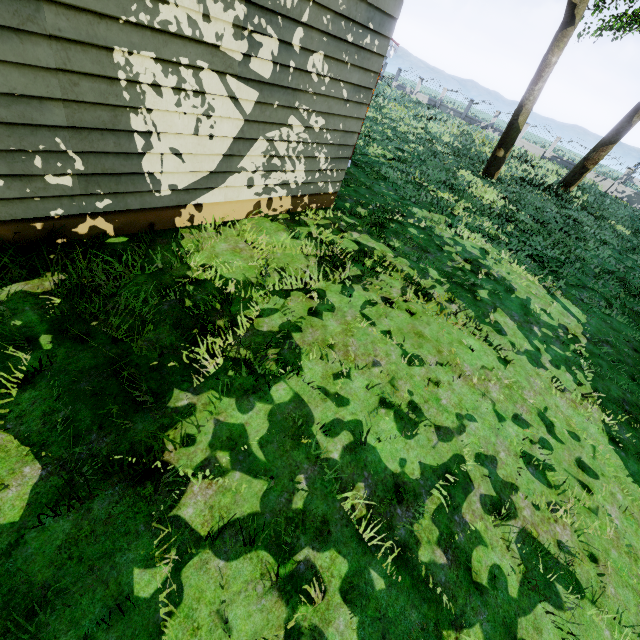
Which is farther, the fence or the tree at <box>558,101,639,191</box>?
the fence

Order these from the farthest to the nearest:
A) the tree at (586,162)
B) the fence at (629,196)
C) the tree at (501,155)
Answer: the fence at (629,196) → the tree at (586,162) → the tree at (501,155)

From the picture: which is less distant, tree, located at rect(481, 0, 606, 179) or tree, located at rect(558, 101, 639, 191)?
tree, located at rect(481, 0, 606, 179)

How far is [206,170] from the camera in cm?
477

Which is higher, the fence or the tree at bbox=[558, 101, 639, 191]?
the tree at bbox=[558, 101, 639, 191]

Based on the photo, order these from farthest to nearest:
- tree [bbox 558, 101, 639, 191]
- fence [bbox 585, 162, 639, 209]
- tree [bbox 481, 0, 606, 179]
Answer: fence [bbox 585, 162, 639, 209]
tree [bbox 558, 101, 639, 191]
tree [bbox 481, 0, 606, 179]

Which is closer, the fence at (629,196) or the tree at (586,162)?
the tree at (586,162)
